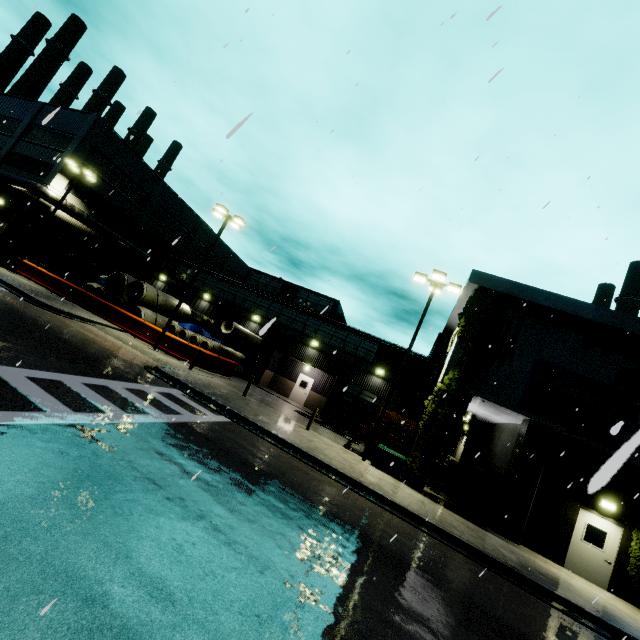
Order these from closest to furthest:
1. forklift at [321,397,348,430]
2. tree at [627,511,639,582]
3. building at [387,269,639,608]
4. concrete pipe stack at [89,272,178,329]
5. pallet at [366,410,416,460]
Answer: tree at [627,511,639,582] < building at [387,269,639,608] < pallet at [366,410,416,460] < forklift at [321,397,348,430] < concrete pipe stack at [89,272,178,329]

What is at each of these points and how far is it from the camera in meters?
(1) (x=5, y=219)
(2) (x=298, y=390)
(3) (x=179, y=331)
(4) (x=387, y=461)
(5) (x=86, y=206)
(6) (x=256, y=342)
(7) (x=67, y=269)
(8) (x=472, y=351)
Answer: (1) roll-up door, 27.5
(2) door, 28.6
(3) concrete pipe stack, 24.0
(4) electrical box, 14.9
(5) building, 29.7
(6) concrete pipe, 27.5
(7) door, 30.3
(8) tree, 15.1

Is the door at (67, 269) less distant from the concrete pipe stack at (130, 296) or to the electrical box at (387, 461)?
the concrete pipe stack at (130, 296)

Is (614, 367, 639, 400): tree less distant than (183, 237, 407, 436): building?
Yes

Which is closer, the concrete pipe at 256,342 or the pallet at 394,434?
the pallet at 394,434

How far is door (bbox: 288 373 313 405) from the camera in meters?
28.3 m

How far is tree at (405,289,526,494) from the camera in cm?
1431

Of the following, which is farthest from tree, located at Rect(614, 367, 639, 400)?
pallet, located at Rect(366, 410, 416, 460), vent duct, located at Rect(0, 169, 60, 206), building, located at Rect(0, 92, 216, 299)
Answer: vent duct, located at Rect(0, 169, 60, 206)
